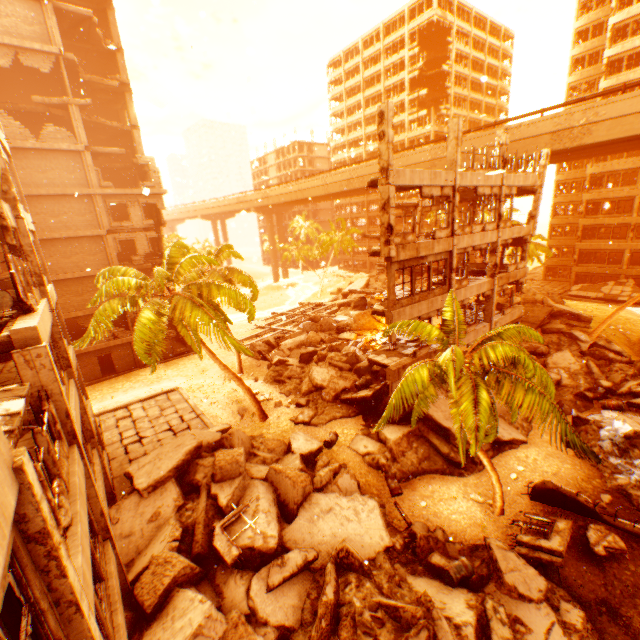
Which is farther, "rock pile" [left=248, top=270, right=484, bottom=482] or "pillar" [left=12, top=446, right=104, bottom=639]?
"rock pile" [left=248, top=270, right=484, bottom=482]

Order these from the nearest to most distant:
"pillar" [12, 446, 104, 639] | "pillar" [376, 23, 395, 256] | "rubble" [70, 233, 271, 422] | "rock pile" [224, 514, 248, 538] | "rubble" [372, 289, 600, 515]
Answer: "pillar" [12, 446, 104, 639] < "rubble" [372, 289, 600, 515] < "rock pile" [224, 514, 248, 538] < "pillar" [376, 23, 395, 256] < "rubble" [70, 233, 271, 422]

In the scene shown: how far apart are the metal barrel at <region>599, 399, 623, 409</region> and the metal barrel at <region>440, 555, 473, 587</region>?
12.9m

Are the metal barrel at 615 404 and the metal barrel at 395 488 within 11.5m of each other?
no

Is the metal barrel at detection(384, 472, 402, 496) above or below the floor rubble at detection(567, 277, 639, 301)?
below

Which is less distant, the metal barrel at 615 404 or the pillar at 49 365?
the pillar at 49 365

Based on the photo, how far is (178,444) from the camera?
14.19m

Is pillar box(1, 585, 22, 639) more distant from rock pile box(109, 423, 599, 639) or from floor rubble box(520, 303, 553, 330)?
floor rubble box(520, 303, 553, 330)
